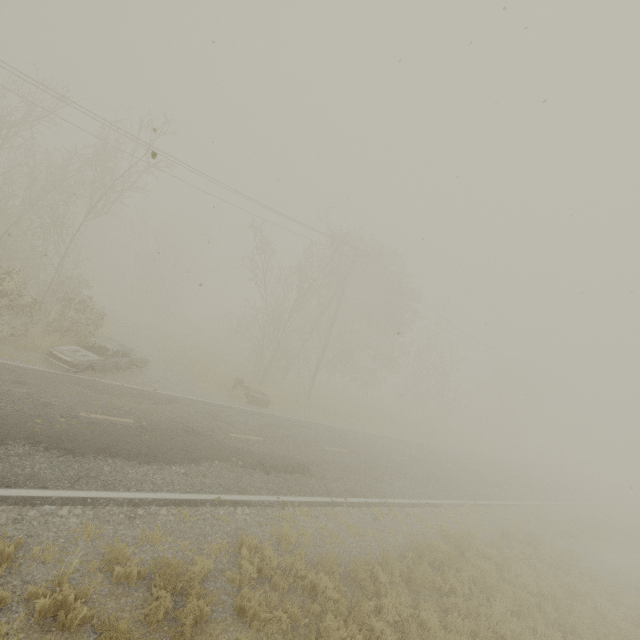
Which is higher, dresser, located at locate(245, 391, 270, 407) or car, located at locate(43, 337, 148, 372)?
car, located at locate(43, 337, 148, 372)

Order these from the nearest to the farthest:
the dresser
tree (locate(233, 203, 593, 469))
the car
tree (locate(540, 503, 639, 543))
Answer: the car < the dresser < tree (locate(540, 503, 639, 543)) < tree (locate(233, 203, 593, 469))

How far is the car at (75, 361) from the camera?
13.0 meters

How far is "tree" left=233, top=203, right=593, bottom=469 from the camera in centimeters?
2292cm

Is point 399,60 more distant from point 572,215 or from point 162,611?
point 162,611

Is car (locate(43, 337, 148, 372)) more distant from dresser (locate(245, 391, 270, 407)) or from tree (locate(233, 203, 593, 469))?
tree (locate(233, 203, 593, 469))

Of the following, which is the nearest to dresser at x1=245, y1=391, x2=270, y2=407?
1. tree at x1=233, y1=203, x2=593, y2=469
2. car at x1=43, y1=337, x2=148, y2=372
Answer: tree at x1=233, y1=203, x2=593, y2=469

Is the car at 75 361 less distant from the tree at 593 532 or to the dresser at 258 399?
the dresser at 258 399
